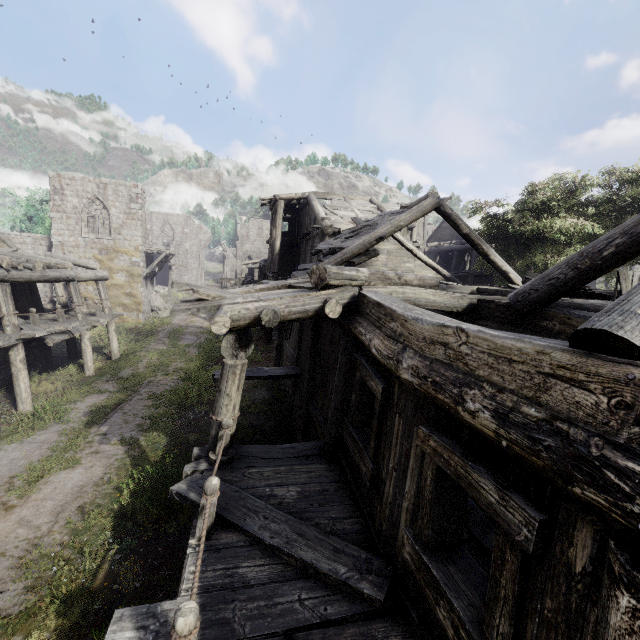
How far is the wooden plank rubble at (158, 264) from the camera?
26.9m

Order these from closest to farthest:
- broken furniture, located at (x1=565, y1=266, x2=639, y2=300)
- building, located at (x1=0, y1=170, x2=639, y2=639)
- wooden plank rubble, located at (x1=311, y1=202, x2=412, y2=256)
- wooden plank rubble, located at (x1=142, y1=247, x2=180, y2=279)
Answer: building, located at (x1=0, y1=170, x2=639, y2=639), broken furniture, located at (x1=565, y1=266, x2=639, y2=300), wooden plank rubble, located at (x1=311, y1=202, x2=412, y2=256), wooden plank rubble, located at (x1=142, y1=247, x2=180, y2=279)

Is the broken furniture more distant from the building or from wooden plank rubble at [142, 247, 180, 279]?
wooden plank rubble at [142, 247, 180, 279]

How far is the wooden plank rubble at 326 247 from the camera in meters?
12.0

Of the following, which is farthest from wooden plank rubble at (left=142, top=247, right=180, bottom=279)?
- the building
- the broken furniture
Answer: the broken furniture

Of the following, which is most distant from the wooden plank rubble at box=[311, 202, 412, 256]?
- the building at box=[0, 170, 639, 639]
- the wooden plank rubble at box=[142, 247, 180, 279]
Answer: the wooden plank rubble at box=[142, 247, 180, 279]

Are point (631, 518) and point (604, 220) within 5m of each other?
no

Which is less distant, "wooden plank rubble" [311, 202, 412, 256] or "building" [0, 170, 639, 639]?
"building" [0, 170, 639, 639]
